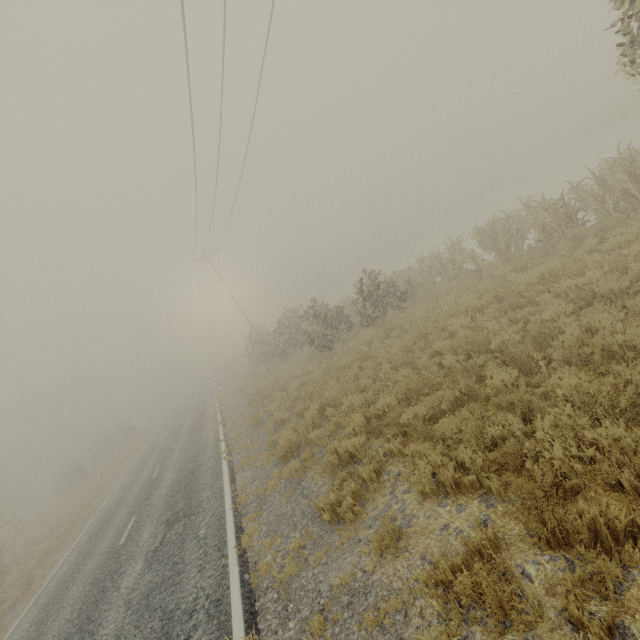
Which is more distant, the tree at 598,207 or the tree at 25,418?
the tree at 25,418

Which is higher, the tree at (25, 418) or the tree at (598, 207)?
the tree at (25, 418)

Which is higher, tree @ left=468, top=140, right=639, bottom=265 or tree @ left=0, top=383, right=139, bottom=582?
tree @ left=0, top=383, right=139, bottom=582

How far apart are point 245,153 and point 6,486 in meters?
54.6

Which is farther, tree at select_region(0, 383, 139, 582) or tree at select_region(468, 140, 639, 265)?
tree at select_region(0, 383, 139, 582)
